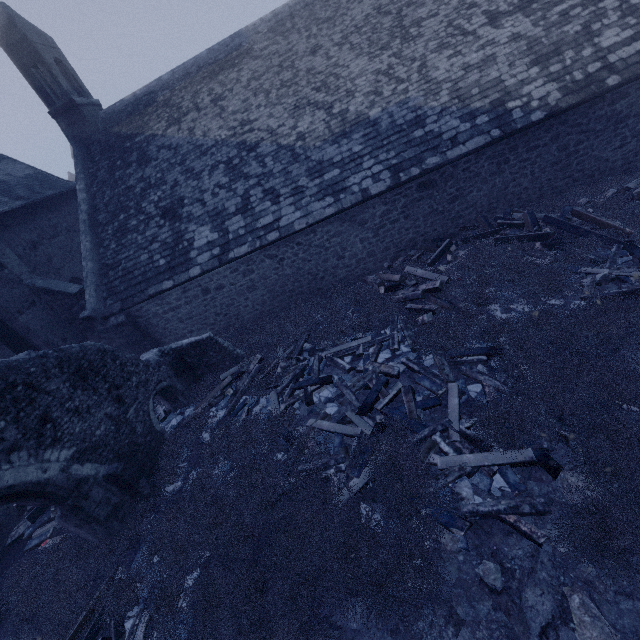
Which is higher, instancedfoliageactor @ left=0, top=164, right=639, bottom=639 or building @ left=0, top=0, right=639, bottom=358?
building @ left=0, top=0, right=639, bottom=358

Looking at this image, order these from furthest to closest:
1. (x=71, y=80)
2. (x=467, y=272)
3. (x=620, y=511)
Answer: (x=71, y=80) < (x=467, y=272) < (x=620, y=511)

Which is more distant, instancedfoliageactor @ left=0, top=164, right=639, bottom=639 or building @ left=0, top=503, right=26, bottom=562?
building @ left=0, top=503, right=26, bottom=562

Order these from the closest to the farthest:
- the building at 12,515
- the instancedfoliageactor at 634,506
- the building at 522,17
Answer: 1. the instancedfoliageactor at 634,506
2. the building at 12,515
3. the building at 522,17

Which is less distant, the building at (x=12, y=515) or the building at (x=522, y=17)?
the building at (x=12, y=515)

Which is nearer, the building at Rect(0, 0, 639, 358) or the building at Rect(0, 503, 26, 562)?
the building at Rect(0, 503, 26, 562)

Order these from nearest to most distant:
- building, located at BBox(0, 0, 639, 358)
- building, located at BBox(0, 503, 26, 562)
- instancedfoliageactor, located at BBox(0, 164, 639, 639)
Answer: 1. instancedfoliageactor, located at BBox(0, 164, 639, 639)
2. building, located at BBox(0, 503, 26, 562)
3. building, located at BBox(0, 0, 639, 358)
